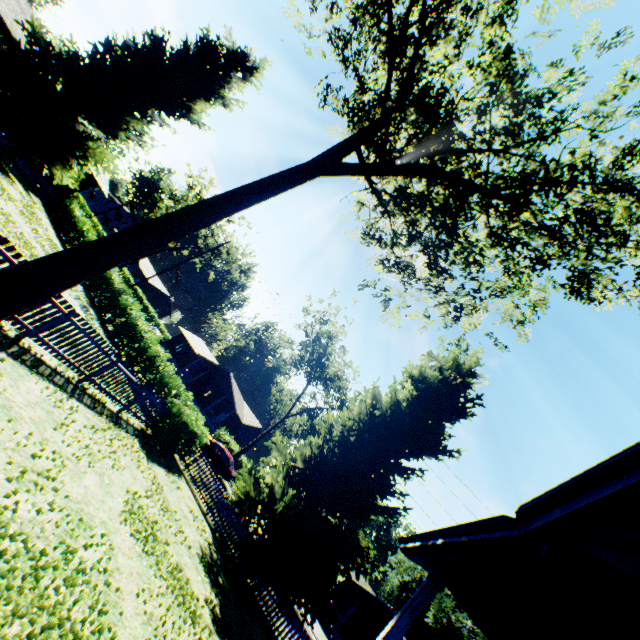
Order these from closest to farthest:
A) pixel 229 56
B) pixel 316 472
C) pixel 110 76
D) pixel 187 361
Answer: pixel 316 472
pixel 110 76
pixel 229 56
pixel 187 361

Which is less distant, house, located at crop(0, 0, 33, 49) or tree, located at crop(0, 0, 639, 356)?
tree, located at crop(0, 0, 639, 356)

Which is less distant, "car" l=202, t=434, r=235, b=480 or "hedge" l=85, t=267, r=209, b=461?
"hedge" l=85, t=267, r=209, b=461

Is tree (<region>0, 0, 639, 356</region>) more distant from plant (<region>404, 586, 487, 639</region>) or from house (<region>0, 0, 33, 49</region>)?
house (<region>0, 0, 33, 49</region>)

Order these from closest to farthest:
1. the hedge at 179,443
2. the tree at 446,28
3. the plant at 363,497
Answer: the tree at 446,28, the plant at 363,497, the hedge at 179,443

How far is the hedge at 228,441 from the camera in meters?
33.0

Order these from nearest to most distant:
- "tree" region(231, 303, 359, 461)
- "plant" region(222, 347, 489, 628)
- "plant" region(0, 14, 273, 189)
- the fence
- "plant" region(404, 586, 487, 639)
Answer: the fence, "plant" region(222, 347, 489, 628), "plant" region(0, 14, 273, 189), "tree" region(231, 303, 359, 461), "plant" region(404, 586, 487, 639)

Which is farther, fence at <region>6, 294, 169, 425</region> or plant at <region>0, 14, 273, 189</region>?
plant at <region>0, 14, 273, 189</region>
